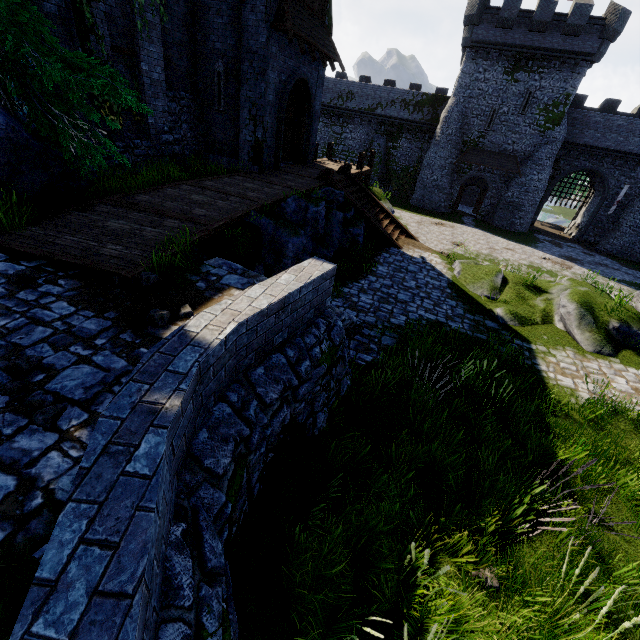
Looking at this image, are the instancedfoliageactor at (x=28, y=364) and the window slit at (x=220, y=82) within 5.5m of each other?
no

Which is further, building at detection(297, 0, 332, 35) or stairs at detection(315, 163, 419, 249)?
stairs at detection(315, 163, 419, 249)

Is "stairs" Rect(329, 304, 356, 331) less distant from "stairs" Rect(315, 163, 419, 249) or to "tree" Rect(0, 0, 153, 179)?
"tree" Rect(0, 0, 153, 179)

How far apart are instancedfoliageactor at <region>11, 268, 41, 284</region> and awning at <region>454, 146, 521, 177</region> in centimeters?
3545cm

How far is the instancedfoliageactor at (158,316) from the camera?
4.1m

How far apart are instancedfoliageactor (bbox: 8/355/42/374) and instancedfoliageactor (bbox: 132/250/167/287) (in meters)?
1.74

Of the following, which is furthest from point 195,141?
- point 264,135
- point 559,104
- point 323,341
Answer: point 559,104

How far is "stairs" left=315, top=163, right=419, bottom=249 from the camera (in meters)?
14.30
